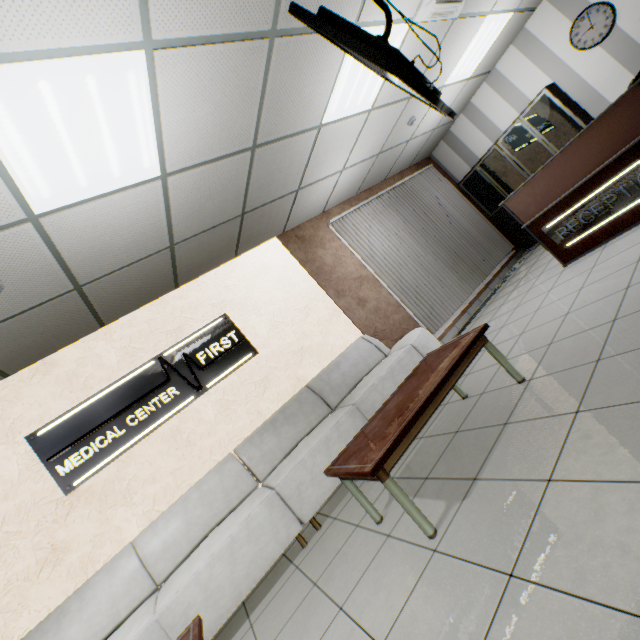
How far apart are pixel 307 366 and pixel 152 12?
3.8m

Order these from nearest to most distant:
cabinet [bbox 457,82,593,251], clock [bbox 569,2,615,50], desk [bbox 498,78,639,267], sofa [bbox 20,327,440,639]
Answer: sofa [bbox 20,327,440,639] < desk [bbox 498,78,639,267] < clock [bbox 569,2,615,50] < cabinet [bbox 457,82,593,251]

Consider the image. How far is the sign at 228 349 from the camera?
3.3 meters

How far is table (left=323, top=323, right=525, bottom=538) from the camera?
1.9 meters

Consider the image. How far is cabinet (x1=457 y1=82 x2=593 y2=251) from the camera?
5.6m

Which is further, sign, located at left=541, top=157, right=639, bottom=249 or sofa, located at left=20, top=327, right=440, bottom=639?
sign, located at left=541, top=157, right=639, bottom=249

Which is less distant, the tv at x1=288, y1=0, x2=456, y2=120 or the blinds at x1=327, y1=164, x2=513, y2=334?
the tv at x1=288, y1=0, x2=456, y2=120

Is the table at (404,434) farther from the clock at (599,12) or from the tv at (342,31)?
the clock at (599,12)
